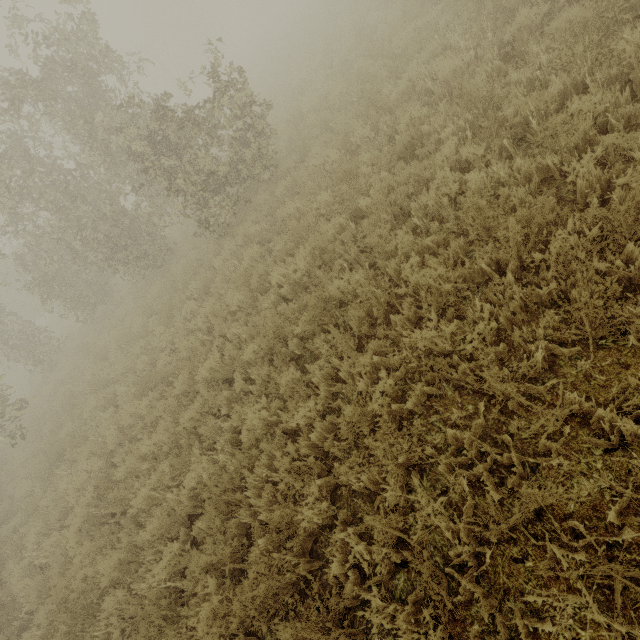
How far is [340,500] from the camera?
3.73m
